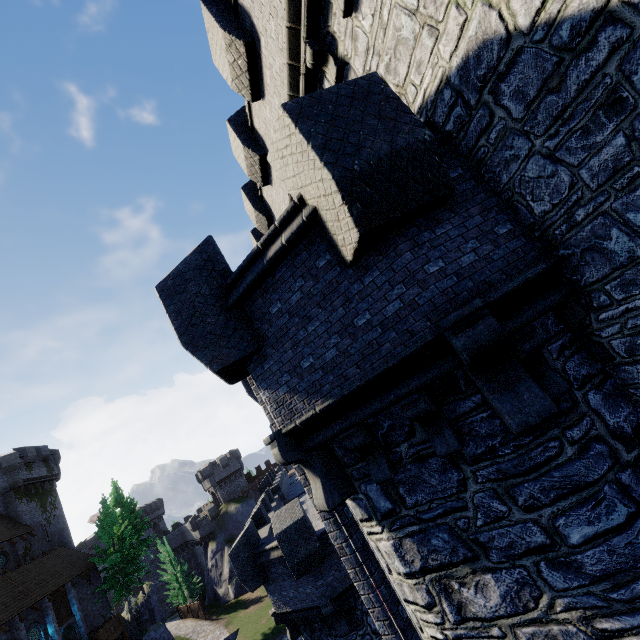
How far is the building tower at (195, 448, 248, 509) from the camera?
53.3m

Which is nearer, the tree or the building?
the building

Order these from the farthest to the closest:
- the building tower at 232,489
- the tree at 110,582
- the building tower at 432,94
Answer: the building tower at 232,489, the tree at 110,582, the building tower at 432,94

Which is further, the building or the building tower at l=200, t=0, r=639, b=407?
the building

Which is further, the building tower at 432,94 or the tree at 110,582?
the tree at 110,582

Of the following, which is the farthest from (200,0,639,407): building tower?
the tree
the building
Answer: the tree

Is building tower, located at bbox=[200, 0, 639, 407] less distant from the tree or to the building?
A: the building

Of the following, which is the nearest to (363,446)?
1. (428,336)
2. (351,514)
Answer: (428,336)
